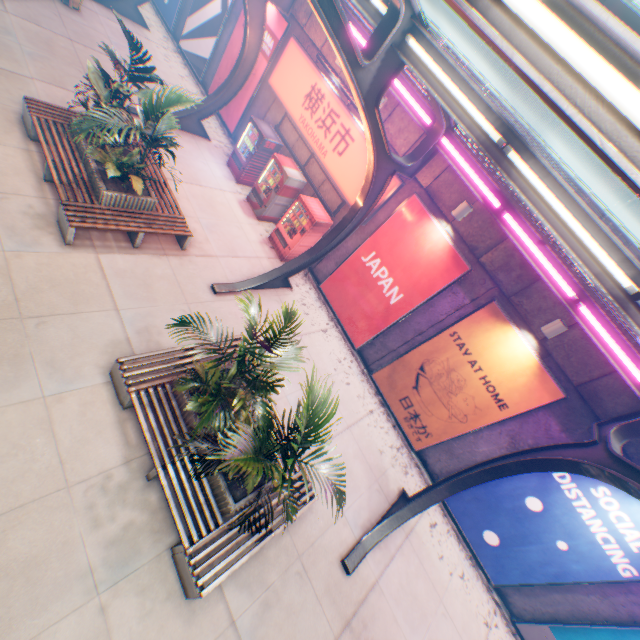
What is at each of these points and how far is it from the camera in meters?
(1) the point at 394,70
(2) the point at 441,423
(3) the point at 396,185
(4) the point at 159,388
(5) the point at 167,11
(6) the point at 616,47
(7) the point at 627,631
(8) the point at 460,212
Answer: (1) canopy, 5.2
(2) billboard, 9.2
(3) sign, 9.0
(4) bench, 5.8
(5) billboard, 15.3
(6) canopy, 1.4
(7) billboard, 7.0
(8) street lamp, 7.9

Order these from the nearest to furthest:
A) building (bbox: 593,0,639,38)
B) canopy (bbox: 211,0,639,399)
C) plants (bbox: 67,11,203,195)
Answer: canopy (bbox: 211,0,639,399), plants (bbox: 67,11,203,195), building (bbox: 593,0,639,38)

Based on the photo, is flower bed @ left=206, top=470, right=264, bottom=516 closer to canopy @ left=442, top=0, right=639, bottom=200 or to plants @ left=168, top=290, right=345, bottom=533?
plants @ left=168, top=290, right=345, bottom=533

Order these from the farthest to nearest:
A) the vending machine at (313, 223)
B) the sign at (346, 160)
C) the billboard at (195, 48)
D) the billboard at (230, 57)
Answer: the billboard at (195, 48) → the billboard at (230, 57) → the vending machine at (313, 223) → the sign at (346, 160)

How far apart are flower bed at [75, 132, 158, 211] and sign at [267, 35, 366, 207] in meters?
5.2

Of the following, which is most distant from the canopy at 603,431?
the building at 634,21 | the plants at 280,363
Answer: the building at 634,21

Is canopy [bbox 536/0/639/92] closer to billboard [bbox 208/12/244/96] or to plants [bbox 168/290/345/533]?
billboard [bbox 208/12/244/96]
